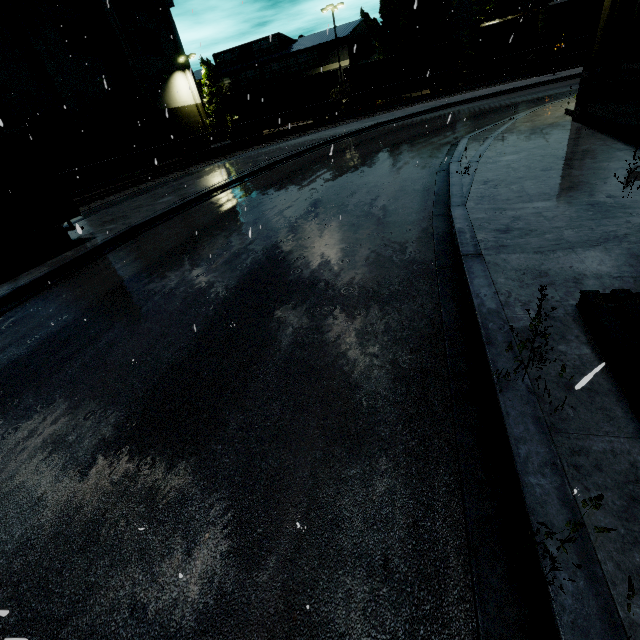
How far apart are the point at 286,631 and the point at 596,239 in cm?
644

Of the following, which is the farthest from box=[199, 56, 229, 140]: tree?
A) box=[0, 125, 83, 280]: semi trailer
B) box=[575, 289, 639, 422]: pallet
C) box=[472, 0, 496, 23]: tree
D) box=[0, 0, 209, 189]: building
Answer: box=[472, 0, 496, 23]: tree

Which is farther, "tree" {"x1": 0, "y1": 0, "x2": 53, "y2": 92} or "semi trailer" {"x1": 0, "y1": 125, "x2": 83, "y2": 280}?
"tree" {"x1": 0, "y1": 0, "x2": 53, "y2": 92}

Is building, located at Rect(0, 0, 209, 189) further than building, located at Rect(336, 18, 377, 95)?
No

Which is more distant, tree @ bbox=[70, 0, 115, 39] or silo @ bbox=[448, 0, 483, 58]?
silo @ bbox=[448, 0, 483, 58]

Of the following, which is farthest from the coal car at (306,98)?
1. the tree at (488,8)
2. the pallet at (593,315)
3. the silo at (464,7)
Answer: the pallet at (593,315)

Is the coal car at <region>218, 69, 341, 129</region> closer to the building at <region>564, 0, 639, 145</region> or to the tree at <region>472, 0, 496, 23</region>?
the building at <region>564, 0, 639, 145</region>

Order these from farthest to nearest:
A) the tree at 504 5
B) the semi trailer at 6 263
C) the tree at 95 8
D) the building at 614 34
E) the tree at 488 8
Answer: the tree at 488 8, the tree at 504 5, the tree at 95 8, the semi trailer at 6 263, the building at 614 34
